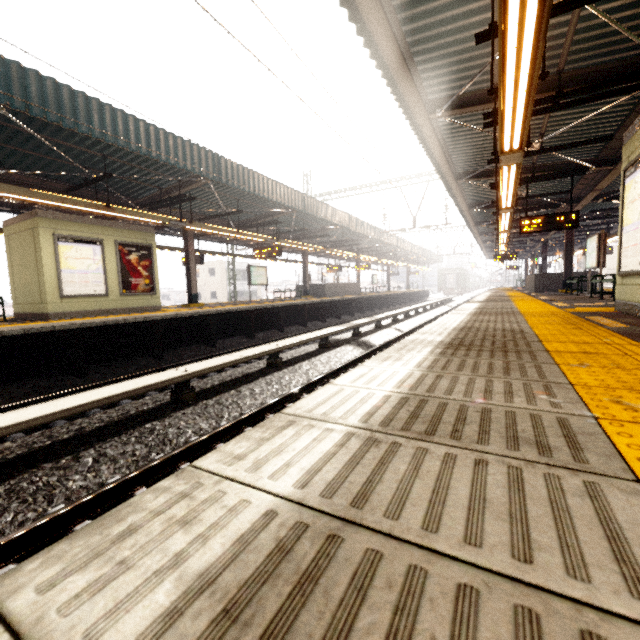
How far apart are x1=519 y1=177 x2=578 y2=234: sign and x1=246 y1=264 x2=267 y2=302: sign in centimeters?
1256cm

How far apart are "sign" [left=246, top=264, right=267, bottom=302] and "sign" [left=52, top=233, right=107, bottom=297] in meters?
8.0

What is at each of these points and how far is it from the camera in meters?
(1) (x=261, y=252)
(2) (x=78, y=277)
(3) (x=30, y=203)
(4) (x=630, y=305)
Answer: (1) sign, 15.1 m
(2) sign, 9.5 m
(3) awning structure, 10.6 m
(4) elevator, 5.0 m

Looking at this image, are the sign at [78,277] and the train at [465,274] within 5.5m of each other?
no

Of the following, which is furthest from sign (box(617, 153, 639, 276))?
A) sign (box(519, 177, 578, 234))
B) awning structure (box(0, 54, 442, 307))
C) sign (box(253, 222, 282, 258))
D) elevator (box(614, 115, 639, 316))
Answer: sign (box(253, 222, 282, 258))

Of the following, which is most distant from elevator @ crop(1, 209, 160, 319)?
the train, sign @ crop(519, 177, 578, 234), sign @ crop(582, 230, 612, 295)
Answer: the train

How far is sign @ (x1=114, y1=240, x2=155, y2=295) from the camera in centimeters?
1051cm

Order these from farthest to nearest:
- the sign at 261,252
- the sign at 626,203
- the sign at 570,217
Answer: the sign at 261,252 → the sign at 570,217 → the sign at 626,203
